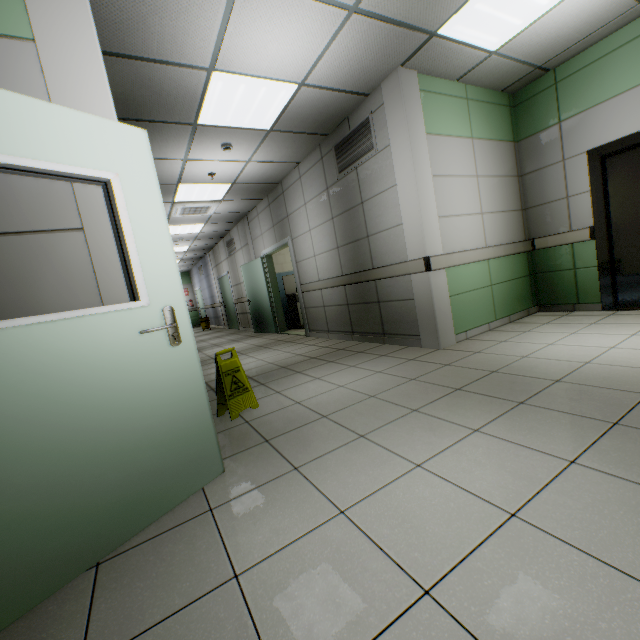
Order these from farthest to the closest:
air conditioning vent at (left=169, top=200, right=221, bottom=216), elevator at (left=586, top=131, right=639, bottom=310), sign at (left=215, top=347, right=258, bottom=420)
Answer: air conditioning vent at (left=169, top=200, right=221, bottom=216) → elevator at (left=586, top=131, right=639, bottom=310) → sign at (left=215, top=347, right=258, bottom=420)

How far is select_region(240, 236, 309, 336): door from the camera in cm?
698

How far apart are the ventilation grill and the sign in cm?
315

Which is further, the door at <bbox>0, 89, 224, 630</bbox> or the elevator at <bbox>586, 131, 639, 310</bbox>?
the elevator at <bbox>586, 131, 639, 310</bbox>

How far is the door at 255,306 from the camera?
6.98m

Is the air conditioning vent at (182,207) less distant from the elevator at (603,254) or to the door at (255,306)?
the door at (255,306)

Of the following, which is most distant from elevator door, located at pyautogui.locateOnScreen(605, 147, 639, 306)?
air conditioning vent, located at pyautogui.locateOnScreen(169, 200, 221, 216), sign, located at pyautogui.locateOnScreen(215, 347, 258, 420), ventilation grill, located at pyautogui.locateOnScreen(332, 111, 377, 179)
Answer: air conditioning vent, located at pyautogui.locateOnScreen(169, 200, 221, 216)

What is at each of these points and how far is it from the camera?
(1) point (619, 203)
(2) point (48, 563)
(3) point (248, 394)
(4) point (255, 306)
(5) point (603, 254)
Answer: (1) elevator door, 4.1 meters
(2) door, 1.3 meters
(3) sign, 3.1 meters
(4) door, 9.2 meters
(5) elevator, 4.2 meters
